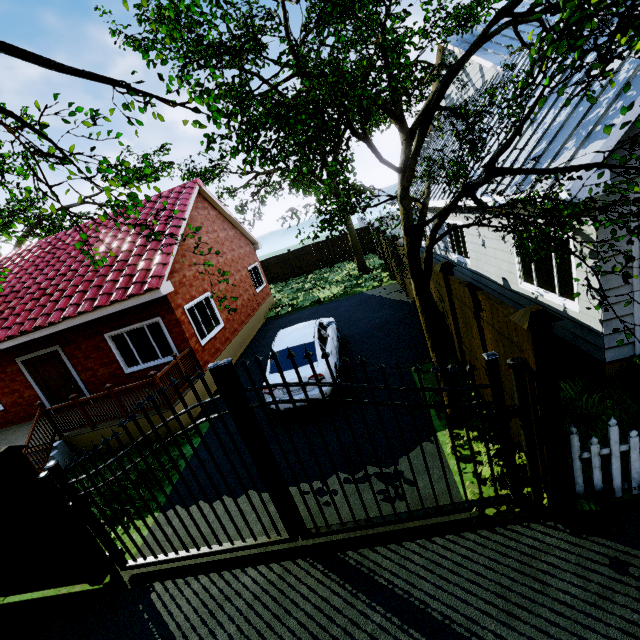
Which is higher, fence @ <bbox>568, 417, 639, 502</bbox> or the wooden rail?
the wooden rail

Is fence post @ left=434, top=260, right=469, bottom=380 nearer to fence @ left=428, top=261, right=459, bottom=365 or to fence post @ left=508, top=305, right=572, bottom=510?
fence @ left=428, top=261, right=459, bottom=365

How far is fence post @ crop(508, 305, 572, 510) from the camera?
3.1m

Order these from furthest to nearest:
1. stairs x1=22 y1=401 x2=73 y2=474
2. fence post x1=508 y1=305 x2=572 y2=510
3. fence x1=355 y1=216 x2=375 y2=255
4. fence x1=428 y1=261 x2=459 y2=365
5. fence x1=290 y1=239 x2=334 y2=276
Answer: fence x1=290 y1=239 x2=334 y2=276, fence x1=355 y1=216 x2=375 y2=255, stairs x1=22 y1=401 x2=73 y2=474, fence x1=428 y1=261 x2=459 y2=365, fence post x1=508 y1=305 x2=572 y2=510

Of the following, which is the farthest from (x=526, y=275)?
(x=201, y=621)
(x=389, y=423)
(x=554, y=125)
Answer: (x=201, y=621)

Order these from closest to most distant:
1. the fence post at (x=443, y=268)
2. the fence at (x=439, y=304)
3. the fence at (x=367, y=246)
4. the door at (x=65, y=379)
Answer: the fence post at (x=443, y=268)
the fence at (x=439, y=304)
the door at (x=65, y=379)
the fence at (x=367, y=246)

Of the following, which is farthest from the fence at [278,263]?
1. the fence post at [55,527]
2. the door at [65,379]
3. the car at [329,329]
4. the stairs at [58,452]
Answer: the door at [65,379]

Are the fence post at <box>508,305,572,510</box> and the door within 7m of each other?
no
